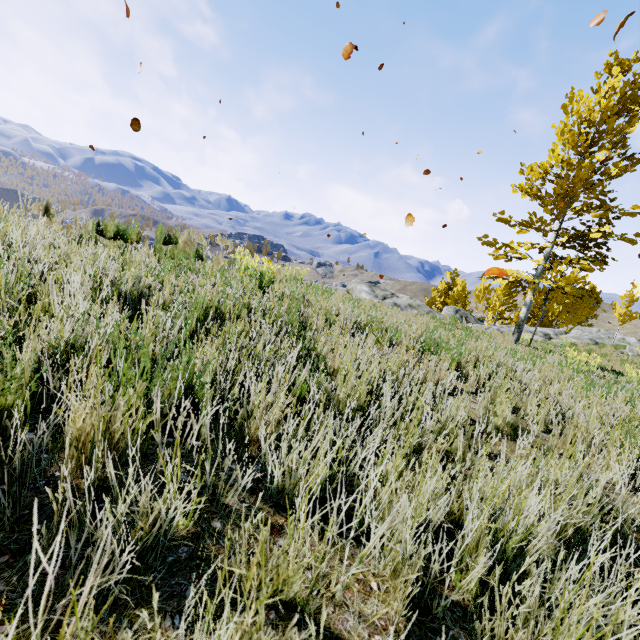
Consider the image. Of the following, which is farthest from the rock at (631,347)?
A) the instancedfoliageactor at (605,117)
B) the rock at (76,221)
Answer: the rock at (76,221)

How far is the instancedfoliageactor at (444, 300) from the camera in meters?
29.2

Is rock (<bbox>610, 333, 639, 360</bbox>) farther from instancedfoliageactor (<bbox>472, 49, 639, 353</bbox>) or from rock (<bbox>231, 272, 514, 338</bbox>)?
rock (<bbox>231, 272, 514, 338</bbox>)

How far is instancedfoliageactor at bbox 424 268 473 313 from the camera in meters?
29.2

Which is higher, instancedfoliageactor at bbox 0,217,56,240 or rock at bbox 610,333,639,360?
rock at bbox 610,333,639,360

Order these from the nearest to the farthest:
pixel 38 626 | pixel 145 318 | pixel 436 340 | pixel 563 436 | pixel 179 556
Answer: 1. pixel 38 626
2. pixel 179 556
3. pixel 145 318
4. pixel 563 436
5. pixel 436 340

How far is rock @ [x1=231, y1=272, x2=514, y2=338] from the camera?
7.61m
